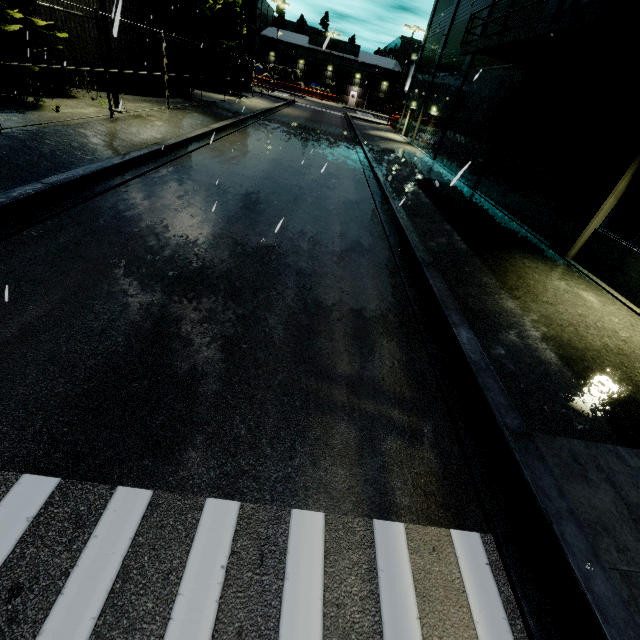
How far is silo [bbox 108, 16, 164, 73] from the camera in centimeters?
1628cm

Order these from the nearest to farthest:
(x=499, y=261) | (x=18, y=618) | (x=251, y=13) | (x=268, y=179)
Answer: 1. (x=18, y=618)
2. (x=499, y=261)
3. (x=268, y=179)
4. (x=251, y=13)

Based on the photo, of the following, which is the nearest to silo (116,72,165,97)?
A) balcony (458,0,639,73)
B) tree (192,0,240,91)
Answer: tree (192,0,240,91)

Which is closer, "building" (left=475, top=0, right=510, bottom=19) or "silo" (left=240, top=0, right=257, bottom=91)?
"building" (left=475, top=0, right=510, bottom=19)

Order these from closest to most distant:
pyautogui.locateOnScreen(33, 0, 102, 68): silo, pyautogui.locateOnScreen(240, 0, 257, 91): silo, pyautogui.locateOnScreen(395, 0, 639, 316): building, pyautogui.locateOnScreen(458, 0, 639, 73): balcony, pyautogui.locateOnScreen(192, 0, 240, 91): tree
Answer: pyautogui.locateOnScreen(458, 0, 639, 73): balcony < pyautogui.locateOnScreen(395, 0, 639, 316): building < pyautogui.locateOnScreen(33, 0, 102, 68): silo < pyautogui.locateOnScreen(192, 0, 240, 91): tree < pyautogui.locateOnScreen(240, 0, 257, 91): silo

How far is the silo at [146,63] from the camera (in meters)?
16.28

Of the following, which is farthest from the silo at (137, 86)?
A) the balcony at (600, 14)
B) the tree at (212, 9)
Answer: the balcony at (600, 14)
